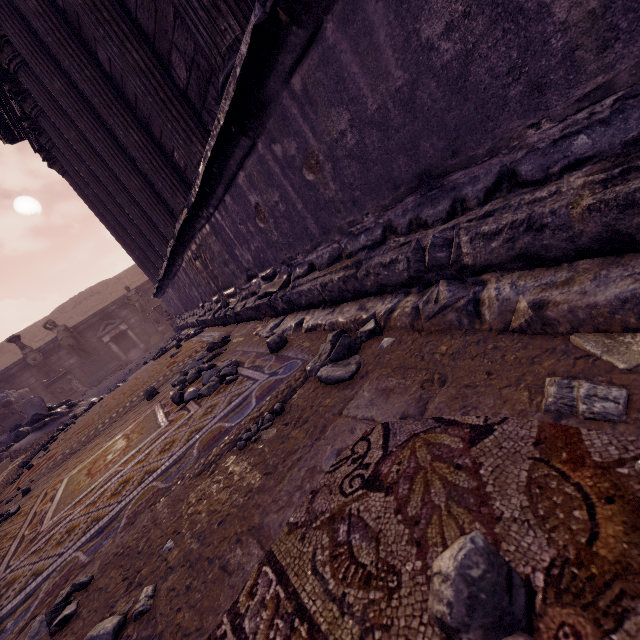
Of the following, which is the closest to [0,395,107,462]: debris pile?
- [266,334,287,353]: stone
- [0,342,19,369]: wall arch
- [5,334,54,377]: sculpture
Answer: [5,334,54,377]: sculpture

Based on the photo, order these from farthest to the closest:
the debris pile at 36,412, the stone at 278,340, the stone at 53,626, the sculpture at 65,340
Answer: the sculpture at 65,340
the debris pile at 36,412
the stone at 278,340
the stone at 53,626

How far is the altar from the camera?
14.1m

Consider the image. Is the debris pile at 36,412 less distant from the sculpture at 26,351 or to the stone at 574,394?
the sculpture at 26,351

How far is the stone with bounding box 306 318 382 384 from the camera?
1.5m

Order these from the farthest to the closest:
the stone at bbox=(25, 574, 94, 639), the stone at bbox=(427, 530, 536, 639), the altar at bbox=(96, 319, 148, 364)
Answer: the altar at bbox=(96, 319, 148, 364), the stone at bbox=(25, 574, 94, 639), the stone at bbox=(427, 530, 536, 639)

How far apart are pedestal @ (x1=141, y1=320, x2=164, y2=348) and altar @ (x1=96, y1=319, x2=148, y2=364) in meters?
0.1 m

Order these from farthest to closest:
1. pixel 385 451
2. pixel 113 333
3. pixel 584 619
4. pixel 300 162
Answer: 1. pixel 113 333
2. pixel 300 162
3. pixel 385 451
4. pixel 584 619
